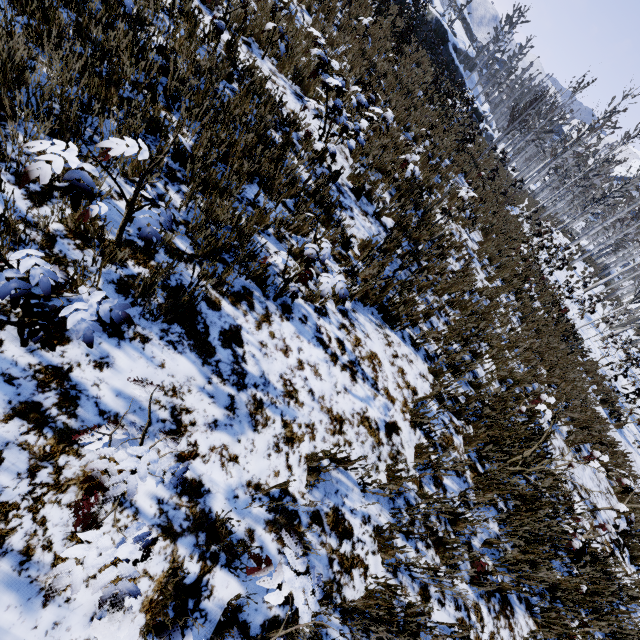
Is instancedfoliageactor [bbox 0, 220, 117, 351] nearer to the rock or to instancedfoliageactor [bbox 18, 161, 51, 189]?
instancedfoliageactor [bbox 18, 161, 51, 189]

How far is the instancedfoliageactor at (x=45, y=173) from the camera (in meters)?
1.59

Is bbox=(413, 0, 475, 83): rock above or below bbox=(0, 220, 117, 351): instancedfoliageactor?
above

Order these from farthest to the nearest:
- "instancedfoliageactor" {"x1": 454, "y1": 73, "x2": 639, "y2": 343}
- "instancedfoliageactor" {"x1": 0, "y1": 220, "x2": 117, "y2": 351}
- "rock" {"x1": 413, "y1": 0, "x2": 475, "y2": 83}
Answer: "rock" {"x1": 413, "y1": 0, "x2": 475, "y2": 83}
"instancedfoliageactor" {"x1": 454, "y1": 73, "x2": 639, "y2": 343}
"instancedfoliageactor" {"x1": 0, "y1": 220, "x2": 117, "y2": 351}

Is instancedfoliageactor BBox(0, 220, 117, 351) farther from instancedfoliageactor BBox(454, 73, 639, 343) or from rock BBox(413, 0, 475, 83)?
rock BBox(413, 0, 475, 83)

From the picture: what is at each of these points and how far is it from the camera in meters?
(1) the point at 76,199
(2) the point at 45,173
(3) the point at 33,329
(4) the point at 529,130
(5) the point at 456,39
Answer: (1) instancedfoliageactor, 1.7
(2) instancedfoliageactor, 1.6
(3) instancedfoliageactor, 1.5
(4) instancedfoliageactor, 51.4
(5) rock, 25.0

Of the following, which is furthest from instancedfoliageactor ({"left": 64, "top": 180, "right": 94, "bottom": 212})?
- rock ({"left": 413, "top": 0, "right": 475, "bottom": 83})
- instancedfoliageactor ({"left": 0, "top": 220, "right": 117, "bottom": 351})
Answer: rock ({"left": 413, "top": 0, "right": 475, "bottom": 83})
